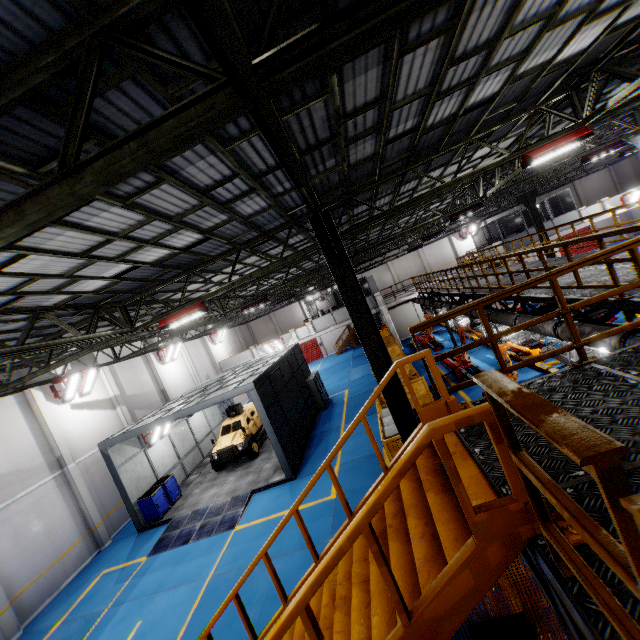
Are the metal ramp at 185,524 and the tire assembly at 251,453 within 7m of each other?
yes

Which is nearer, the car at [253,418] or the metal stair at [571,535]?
the metal stair at [571,535]

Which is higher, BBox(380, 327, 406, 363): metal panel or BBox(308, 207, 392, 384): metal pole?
BBox(308, 207, 392, 384): metal pole

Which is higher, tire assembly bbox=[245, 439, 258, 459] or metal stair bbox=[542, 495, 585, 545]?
metal stair bbox=[542, 495, 585, 545]

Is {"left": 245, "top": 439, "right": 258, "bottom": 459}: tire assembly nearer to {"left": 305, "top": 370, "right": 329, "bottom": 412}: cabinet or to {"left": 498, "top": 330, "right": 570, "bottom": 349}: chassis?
{"left": 305, "top": 370, "right": 329, "bottom": 412}: cabinet

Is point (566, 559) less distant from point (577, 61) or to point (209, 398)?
point (577, 61)

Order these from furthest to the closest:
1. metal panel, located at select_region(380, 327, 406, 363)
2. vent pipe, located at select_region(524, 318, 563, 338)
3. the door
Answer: the door
metal panel, located at select_region(380, 327, 406, 363)
vent pipe, located at select_region(524, 318, 563, 338)

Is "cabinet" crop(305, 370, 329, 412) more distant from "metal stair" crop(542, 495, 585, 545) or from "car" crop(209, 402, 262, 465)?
"metal stair" crop(542, 495, 585, 545)
